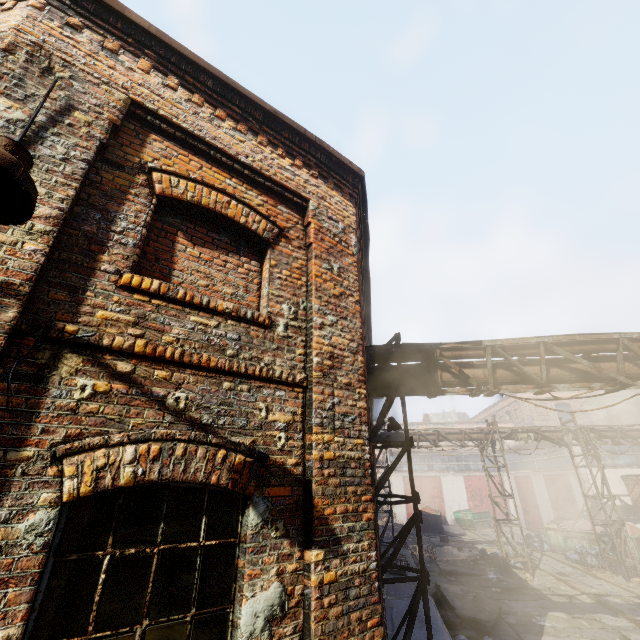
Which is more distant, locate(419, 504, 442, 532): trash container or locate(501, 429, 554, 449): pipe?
locate(419, 504, 442, 532): trash container

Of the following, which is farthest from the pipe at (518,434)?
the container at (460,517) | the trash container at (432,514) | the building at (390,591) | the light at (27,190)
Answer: the container at (460,517)

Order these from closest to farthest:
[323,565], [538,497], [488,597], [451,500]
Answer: [323,565], [488,597], [538,497], [451,500]

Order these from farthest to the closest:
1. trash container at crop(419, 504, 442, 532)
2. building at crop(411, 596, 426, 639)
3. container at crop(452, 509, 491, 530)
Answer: container at crop(452, 509, 491, 530), trash container at crop(419, 504, 442, 532), building at crop(411, 596, 426, 639)

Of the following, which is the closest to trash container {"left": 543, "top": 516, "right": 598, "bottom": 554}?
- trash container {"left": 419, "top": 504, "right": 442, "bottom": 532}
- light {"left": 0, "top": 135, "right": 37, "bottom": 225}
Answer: trash container {"left": 419, "top": 504, "right": 442, "bottom": 532}

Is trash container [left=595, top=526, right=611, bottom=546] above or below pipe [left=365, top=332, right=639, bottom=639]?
below

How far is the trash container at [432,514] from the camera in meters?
26.7

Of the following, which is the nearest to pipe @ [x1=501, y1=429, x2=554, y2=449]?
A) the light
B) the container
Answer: the light
